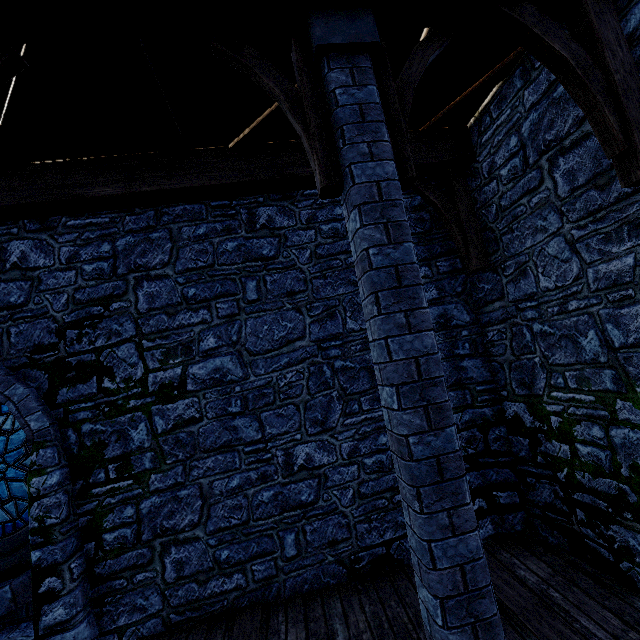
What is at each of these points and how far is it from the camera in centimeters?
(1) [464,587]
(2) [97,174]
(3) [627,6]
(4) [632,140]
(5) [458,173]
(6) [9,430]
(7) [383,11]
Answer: (1) pillar, 185cm
(2) wooden beam, 403cm
(3) building tower, 262cm
(4) wooden support, 243cm
(5) wooden support, 474cm
(6) window glass, 517cm
(7) wooden beam, 243cm

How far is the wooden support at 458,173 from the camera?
4.6m

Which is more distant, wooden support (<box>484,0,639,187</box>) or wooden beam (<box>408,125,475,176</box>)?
wooden beam (<box>408,125,475,176</box>)

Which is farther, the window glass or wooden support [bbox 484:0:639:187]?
the window glass

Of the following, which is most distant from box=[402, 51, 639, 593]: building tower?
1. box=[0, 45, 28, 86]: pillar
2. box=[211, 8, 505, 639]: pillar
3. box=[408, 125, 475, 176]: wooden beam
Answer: box=[0, 45, 28, 86]: pillar

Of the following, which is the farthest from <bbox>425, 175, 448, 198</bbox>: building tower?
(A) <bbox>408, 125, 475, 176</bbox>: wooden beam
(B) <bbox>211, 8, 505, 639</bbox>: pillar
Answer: (B) <bbox>211, 8, 505, 639</bbox>: pillar

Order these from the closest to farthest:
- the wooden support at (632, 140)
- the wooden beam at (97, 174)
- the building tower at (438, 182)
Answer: the wooden support at (632, 140)
the wooden beam at (97, 174)
the building tower at (438, 182)

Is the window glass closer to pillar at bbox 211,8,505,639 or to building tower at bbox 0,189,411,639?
building tower at bbox 0,189,411,639
